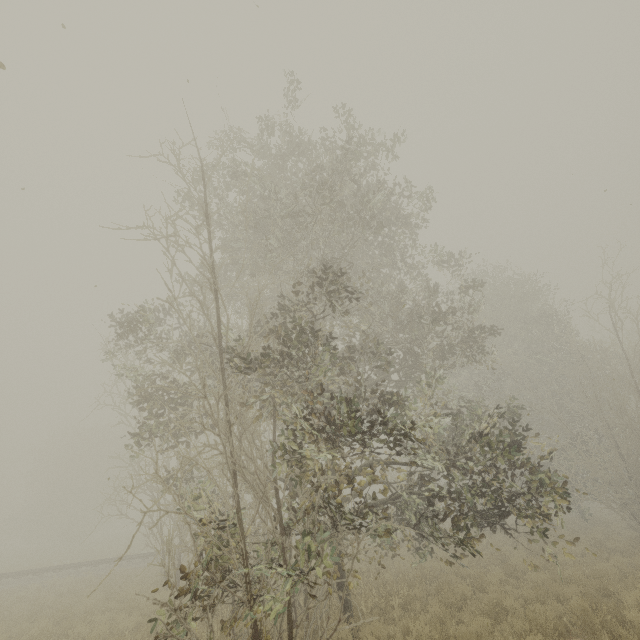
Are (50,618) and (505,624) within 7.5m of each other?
no
